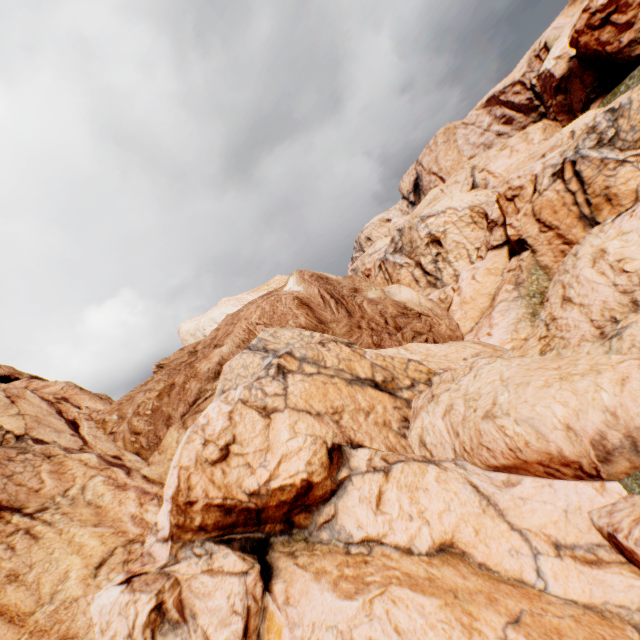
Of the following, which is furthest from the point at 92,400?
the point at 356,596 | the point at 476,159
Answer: the point at 476,159
